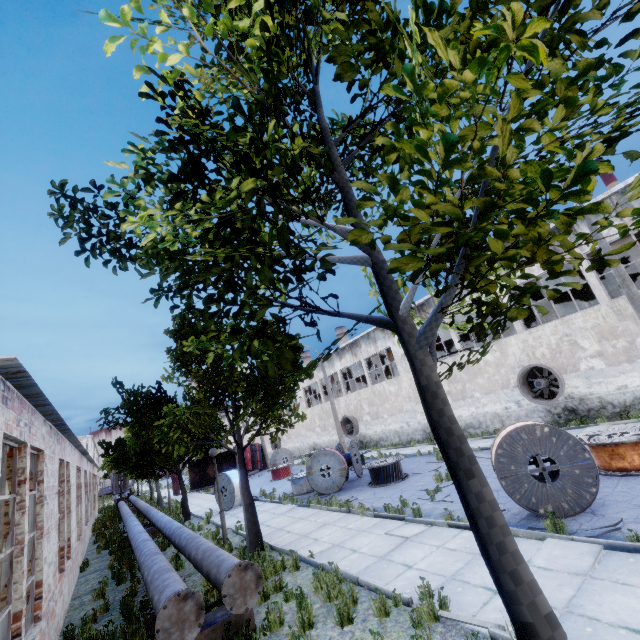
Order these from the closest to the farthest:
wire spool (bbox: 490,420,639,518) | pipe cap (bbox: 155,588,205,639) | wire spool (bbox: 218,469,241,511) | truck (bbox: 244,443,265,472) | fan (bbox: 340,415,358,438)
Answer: pipe cap (bbox: 155,588,205,639), wire spool (bbox: 490,420,639,518), wire spool (bbox: 218,469,241,511), fan (bbox: 340,415,358,438), truck (bbox: 244,443,265,472)

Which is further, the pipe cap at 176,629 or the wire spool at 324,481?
the wire spool at 324,481

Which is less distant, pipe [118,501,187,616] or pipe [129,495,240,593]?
pipe [118,501,187,616]

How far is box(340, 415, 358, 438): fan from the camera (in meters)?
30.59

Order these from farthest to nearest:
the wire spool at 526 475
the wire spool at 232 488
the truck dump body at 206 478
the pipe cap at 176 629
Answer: the truck dump body at 206 478 < the wire spool at 232 488 < the wire spool at 526 475 < the pipe cap at 176 629

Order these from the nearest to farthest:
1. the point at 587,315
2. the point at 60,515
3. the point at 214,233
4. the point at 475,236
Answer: the point at 475,236 < the point at 214,233 < the point at 60,515 < the point at 587,315

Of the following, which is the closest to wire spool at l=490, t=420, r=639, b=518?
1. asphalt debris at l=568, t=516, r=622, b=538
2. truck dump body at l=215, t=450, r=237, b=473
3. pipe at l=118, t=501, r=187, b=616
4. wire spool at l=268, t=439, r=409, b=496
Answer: asphalt debris at l=568, t=516, r=622, b=538

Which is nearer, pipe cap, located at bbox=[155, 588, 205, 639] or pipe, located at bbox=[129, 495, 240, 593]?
pipe cap, located at bbox=[155, 588, 205, 639]
